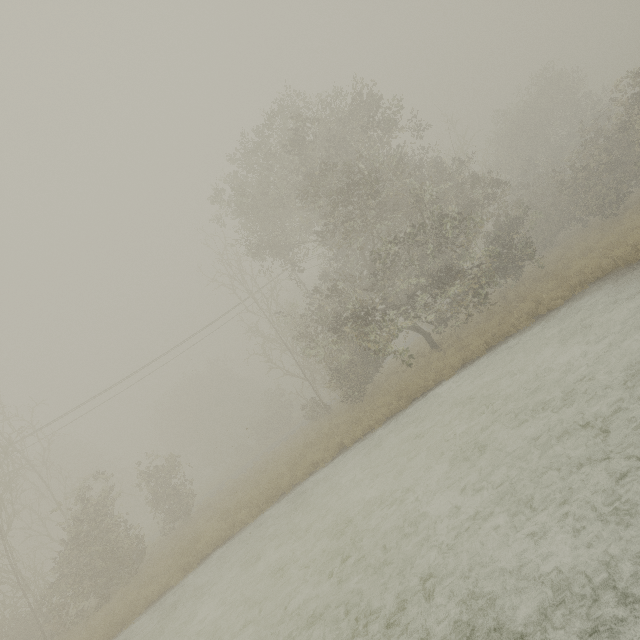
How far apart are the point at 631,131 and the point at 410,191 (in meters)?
15.67
